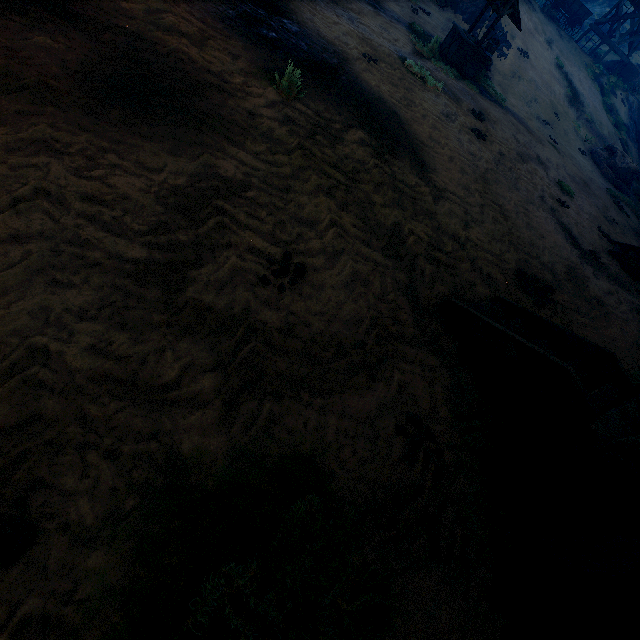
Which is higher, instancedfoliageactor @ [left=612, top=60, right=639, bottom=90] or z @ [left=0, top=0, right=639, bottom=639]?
instancedfoliageactor @ [left=612, top=60, right=639, bottom=90]

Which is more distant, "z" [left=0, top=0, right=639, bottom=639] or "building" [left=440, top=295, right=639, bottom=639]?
"building" [left=440, top=295, right=639, bottom=639]

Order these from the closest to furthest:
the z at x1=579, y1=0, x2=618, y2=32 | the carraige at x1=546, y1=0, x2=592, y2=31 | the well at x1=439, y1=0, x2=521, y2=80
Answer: the well at x1=439, y1=0, x2=521, y2=80 → the carraige at x1=546, y1=0, x2=592, y2=31 → the z at x1=579, y1=0, x2=618, y2=32

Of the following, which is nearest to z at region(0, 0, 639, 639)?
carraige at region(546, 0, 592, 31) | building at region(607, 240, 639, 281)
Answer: building at region(607, 240, 639, 281)

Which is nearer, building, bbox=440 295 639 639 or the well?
building, bbox=440 295 639 639

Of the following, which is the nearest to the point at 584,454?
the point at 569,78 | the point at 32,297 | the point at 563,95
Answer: the point at 32,297

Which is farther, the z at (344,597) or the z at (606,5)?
the z at (606,5)

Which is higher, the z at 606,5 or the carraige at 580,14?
the z at 606,5
